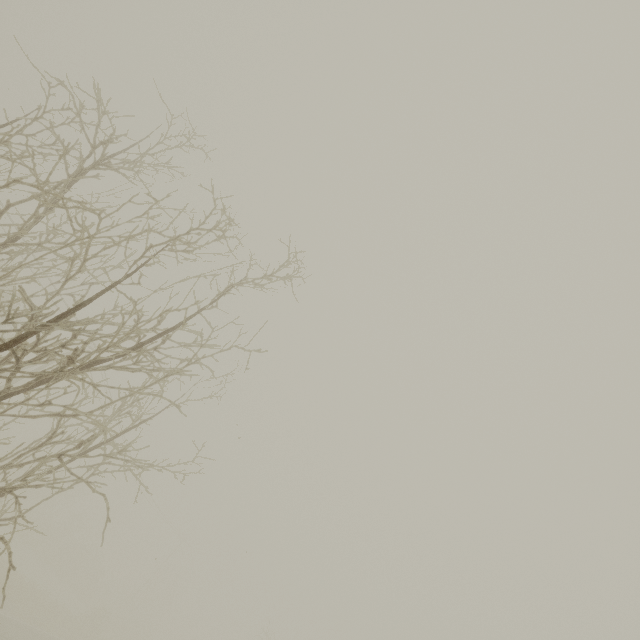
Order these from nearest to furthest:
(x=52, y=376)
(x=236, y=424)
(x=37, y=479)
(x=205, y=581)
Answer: (x=37, y=479) < (x=52, y=376) < (x=236, y=424) < (x=205, y=581)
